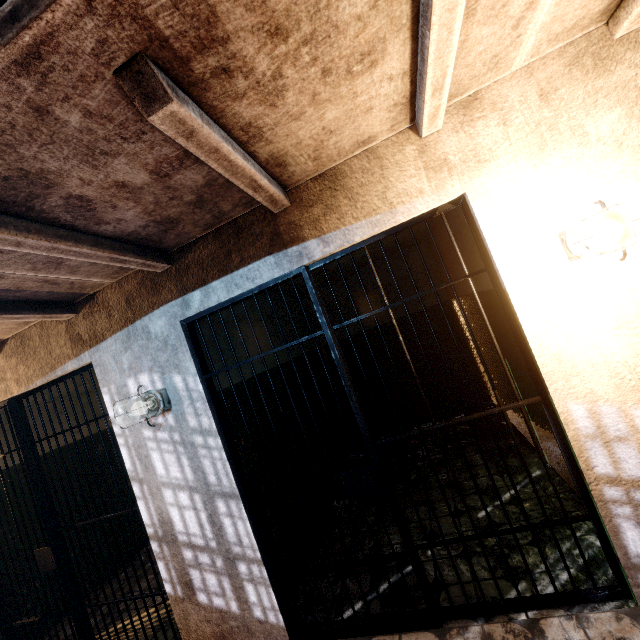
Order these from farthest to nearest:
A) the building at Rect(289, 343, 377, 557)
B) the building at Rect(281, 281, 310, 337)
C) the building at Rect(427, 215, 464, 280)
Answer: the building at Rect(281, 281, 310, 337) → the building at Rect(427, 215, 464, 280) → the building at Rect(289, 343, 377, 557)

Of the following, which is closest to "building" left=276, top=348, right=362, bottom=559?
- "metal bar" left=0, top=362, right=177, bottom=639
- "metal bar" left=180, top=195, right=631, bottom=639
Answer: "metal bar" left=180, top=195, right=631, bottom=639

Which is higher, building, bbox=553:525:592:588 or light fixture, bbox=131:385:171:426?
light fixture, bbox=131:385:171:426

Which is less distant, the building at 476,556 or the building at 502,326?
the building at 476,556

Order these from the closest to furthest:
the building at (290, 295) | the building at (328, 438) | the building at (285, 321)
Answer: the building at (328, 438), the building at (285, 321), the building at (290, 295)

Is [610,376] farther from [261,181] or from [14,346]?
[14,346]

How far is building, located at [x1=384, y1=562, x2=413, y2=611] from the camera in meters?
2.2 m
